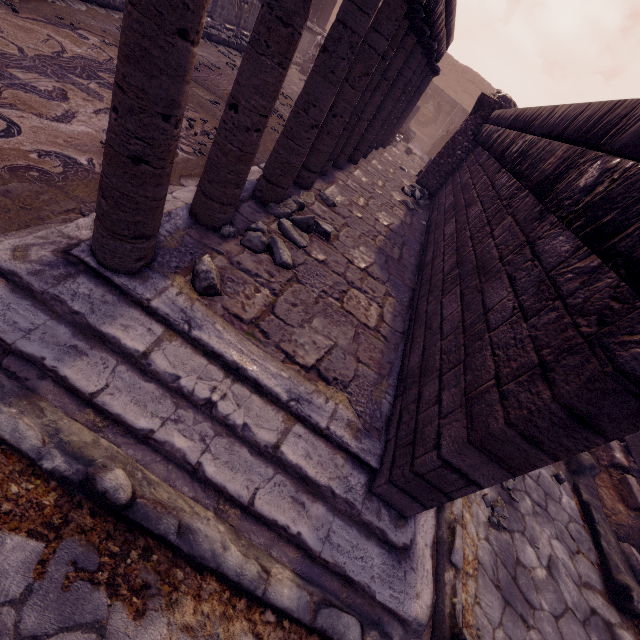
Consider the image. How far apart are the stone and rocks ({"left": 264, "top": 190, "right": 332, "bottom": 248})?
3.4m

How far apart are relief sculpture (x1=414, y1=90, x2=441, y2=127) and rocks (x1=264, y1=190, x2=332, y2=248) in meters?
20.0 m

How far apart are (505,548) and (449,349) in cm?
212

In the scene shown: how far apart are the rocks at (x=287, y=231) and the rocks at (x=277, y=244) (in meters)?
0.26

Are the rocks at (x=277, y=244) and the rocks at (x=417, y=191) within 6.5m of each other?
yes

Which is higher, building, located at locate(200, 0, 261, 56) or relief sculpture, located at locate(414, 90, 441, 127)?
relief sculpture, located at locate(414, 90, 441, 127)

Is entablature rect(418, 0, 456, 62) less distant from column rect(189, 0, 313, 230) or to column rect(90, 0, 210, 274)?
column rect(189, 0, 313, 230)

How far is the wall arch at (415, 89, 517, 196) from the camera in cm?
851
